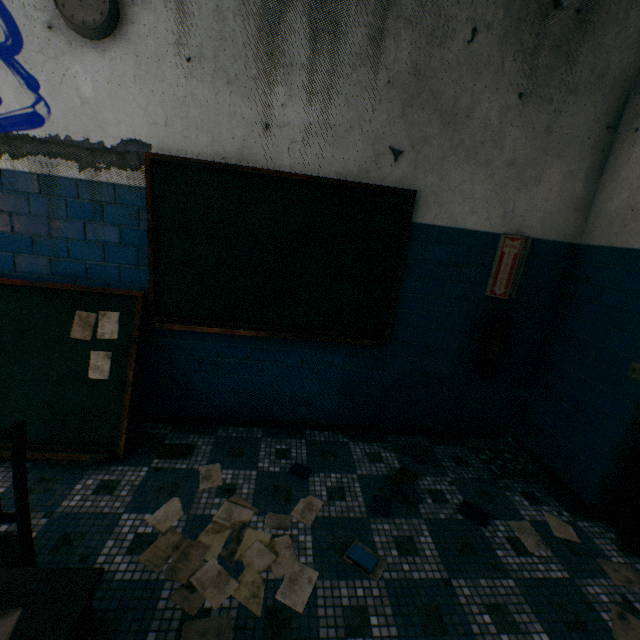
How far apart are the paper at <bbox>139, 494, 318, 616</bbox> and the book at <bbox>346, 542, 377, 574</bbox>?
0.2m

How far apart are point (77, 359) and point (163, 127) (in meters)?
1.84

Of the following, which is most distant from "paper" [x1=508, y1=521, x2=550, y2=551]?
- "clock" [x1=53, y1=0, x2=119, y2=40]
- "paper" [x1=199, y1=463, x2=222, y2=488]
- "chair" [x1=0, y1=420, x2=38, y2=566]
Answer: "clock" [x1=53, y1=0, x2=119, y2=40]

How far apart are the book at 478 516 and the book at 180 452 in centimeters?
213cm

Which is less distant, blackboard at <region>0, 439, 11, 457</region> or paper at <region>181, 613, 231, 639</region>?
paper at <region>181, 613, 231, 639</region>

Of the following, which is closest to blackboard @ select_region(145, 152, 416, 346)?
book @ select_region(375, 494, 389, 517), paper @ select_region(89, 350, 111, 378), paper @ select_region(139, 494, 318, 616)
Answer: paper @ select_region(89, 350, 111, 378)

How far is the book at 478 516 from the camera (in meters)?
2.28

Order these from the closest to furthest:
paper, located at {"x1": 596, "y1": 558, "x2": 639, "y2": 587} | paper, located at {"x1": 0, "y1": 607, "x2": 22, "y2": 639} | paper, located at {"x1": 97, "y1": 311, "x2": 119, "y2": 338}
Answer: paper, located at {"x1": 0, "y1": 607, "x2": 22, "y2": 639}
paper, located at {"x1": 596, "y1": 558, "x2": 639, "y2": 587}
paper, located at {"x1": 97, "y1": 311, "x2": 119, "y2": 338}
